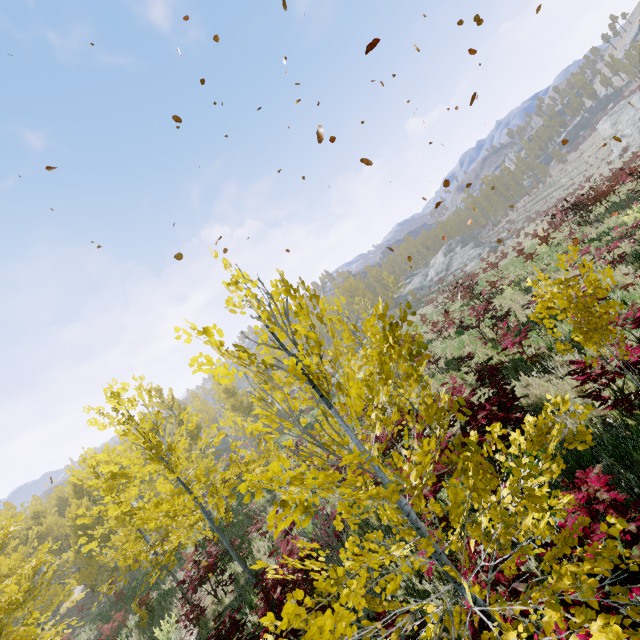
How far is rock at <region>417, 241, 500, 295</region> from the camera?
48.41m

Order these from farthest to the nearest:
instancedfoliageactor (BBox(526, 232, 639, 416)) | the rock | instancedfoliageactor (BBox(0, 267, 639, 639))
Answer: the rock < instancedfoliageactor (BBox(526, 232, 639, 416)) < instancedfoliageactor (BBox(0, 267, 639, 639))

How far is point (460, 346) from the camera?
13.33m

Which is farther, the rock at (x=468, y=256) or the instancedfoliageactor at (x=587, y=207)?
the rock at (x=468, y=256)

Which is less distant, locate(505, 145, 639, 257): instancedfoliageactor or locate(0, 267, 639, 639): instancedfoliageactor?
locate(0, 267, 639, 639): instancedfoliageactor

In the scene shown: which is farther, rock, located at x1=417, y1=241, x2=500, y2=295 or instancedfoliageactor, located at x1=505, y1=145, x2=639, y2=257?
rock, located at x1=417, y1=241, x2=500, y2=295

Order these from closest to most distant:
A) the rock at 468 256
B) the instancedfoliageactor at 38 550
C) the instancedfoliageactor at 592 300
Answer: the instancedfoliageactor at 38 550
the instancedfoliageactor at 592 300
the rock at 468 256
